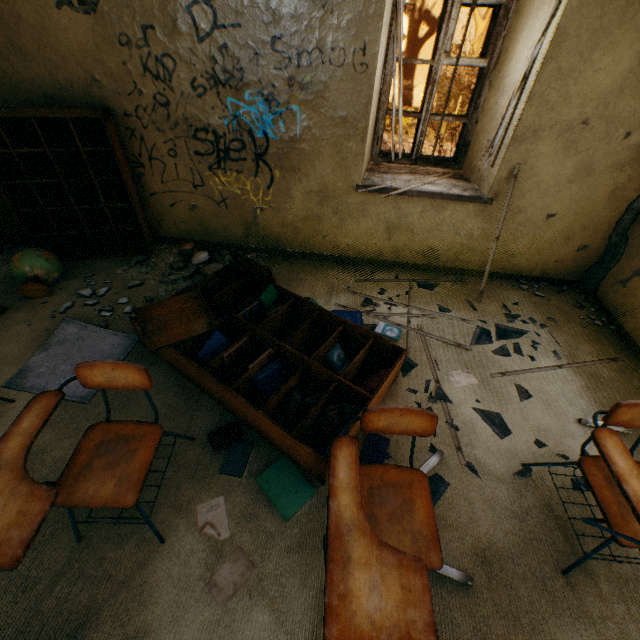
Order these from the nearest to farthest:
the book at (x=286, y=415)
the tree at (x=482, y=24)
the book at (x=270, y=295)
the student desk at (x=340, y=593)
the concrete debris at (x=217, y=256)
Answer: the student desk at (x=340, y=593) < the book at (x=286, y=415) < the book at (x=270, y=295) < the concrete debris at (x=217, y=256) < the tree at (x=482, y=24)

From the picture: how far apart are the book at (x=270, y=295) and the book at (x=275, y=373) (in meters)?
0.50

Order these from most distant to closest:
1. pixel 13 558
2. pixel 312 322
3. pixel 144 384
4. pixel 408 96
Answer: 1. pixel 408 96
2. pixel 312 322
3. pixel 144 384
4. pixel 13 558

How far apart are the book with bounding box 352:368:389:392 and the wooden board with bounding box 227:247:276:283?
0.8 meters

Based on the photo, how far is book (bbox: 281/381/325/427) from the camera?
2.02m

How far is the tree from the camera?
24.56m

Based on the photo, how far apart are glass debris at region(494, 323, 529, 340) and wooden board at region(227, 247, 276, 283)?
1.8m

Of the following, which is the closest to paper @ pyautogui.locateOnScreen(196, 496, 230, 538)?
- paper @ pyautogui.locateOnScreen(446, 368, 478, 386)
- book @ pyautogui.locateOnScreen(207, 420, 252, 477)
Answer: book @ pyautogui.locateOnScreen(207, 420, 252, 477)
